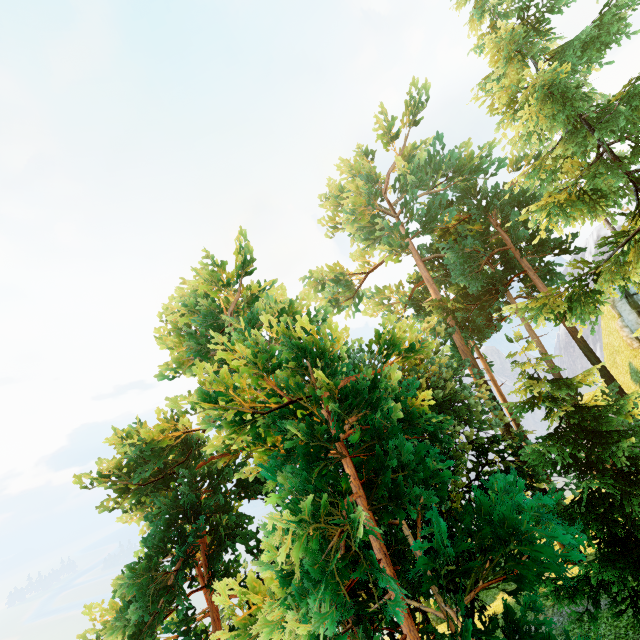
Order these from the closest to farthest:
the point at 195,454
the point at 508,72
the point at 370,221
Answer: the point at 508,72 → the point at 195,454 → the point at 370,221
